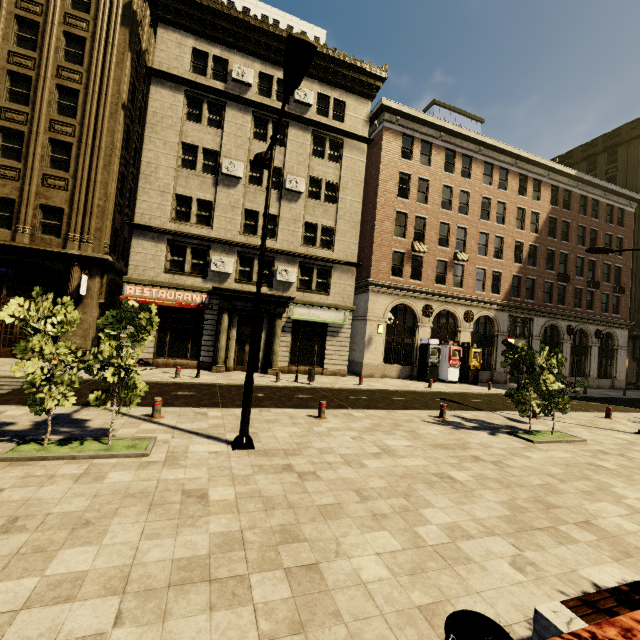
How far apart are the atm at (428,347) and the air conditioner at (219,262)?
16.29m

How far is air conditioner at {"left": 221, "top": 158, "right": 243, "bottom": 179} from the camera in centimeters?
1947cm

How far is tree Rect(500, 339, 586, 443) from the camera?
10.5m

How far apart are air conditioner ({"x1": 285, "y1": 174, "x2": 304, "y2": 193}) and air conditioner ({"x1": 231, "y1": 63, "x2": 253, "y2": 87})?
5.75m

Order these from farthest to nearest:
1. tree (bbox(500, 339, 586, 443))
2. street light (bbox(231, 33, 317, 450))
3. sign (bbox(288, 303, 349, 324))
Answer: sign (bbox(288, 303, 349, 324)) → tree (bbox(500, 339, 586, 443)) → street light (bbox(231, 33, 317, 450))

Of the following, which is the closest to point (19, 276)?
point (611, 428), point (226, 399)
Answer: point (226, 399)

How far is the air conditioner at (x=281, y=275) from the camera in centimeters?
2052cm

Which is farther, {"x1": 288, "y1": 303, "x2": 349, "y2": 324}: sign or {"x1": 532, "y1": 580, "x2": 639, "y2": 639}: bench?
{"x1": 288, "y1": 303, "x2": 349, "y2": 324}: sign
